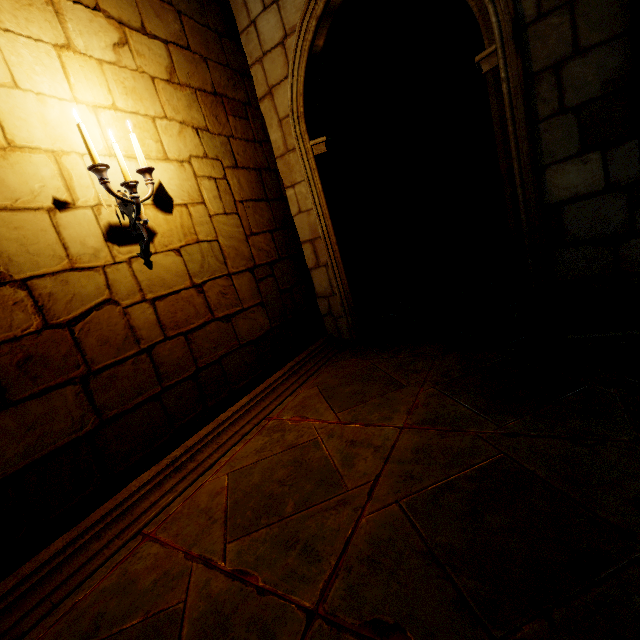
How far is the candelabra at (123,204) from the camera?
2.1m

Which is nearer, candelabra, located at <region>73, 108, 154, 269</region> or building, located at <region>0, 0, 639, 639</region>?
building, located at <region>0, 0, 639, 639</region>

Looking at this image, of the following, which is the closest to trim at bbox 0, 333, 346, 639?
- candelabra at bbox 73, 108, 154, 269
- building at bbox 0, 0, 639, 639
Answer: building at bbox 0, 0, 639, 639

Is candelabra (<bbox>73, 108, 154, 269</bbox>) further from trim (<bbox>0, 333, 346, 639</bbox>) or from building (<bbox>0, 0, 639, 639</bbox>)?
trim (<bbox>0, 333, 346, 639</bbox>)

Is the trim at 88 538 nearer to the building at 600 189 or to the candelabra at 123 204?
the building at 600 189

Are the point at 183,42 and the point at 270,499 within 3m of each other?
no
